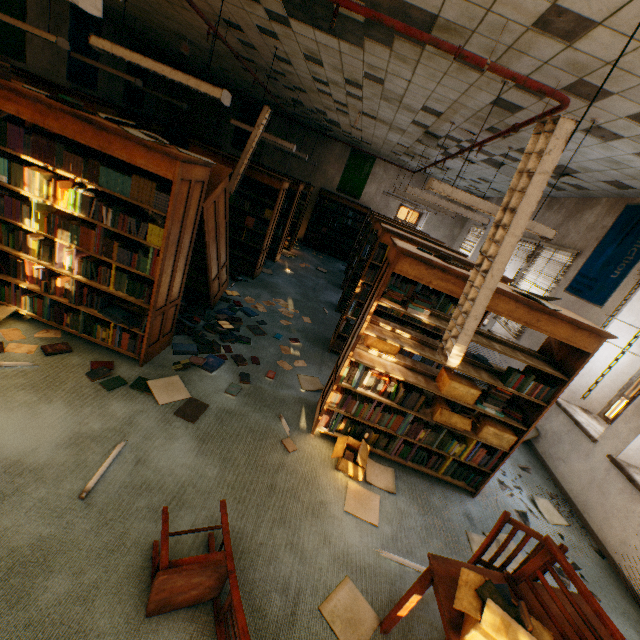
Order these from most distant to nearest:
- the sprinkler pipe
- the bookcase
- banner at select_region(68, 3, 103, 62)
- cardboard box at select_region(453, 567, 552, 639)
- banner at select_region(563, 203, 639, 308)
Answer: banner at select_region(68, 3, 103, 62), banner at select_region(563, 203, 639, 308), the bookcase, the sprinkler pipe, cardboard box at select_region(453, 567, 552, 639)

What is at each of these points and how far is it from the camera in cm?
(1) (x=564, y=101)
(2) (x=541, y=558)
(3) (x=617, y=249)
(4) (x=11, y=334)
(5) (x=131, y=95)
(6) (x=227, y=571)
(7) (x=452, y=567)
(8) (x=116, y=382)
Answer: (1) sprinkler pipe, 254
(2) chair, 183
(3) banner, 500
(4) paper, 324
(5) banner, 989
(6) chair, 183
(7) table, 190
(8) book, 317

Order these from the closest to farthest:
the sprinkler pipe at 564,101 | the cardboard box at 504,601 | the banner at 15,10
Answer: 1. the cardboard box at 504,601
2. the sprinkler pipe at 564,101
3. the banner at 15,10

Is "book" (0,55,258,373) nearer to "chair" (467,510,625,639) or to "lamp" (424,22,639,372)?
"lamp" (424,22,639,372)

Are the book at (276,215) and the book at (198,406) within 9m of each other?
yes

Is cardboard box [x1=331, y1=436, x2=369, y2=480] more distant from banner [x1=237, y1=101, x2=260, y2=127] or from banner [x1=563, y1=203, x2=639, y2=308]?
banner [x1=237, y1=101, x2=260, y2=127]

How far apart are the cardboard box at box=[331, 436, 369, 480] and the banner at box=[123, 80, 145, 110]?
11.7m

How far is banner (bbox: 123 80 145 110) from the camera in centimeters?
963cm
